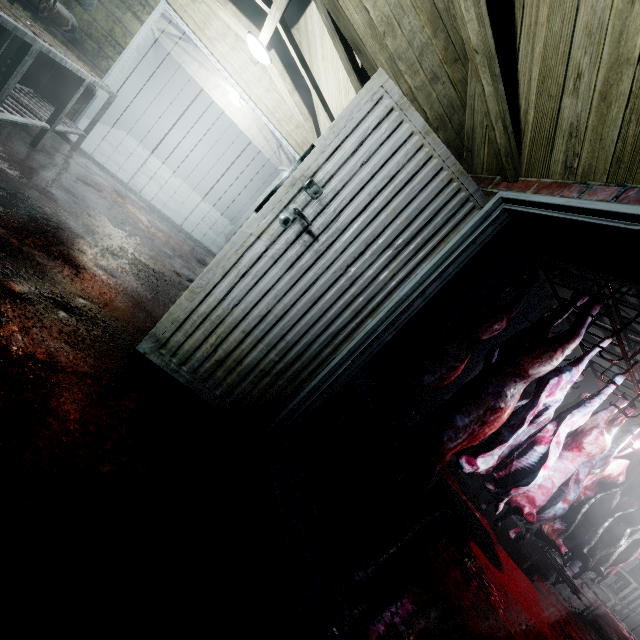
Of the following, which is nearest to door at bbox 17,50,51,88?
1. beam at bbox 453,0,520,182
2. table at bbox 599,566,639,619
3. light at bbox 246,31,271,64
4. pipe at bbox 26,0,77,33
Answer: pipe at bbox 26,0,77,33

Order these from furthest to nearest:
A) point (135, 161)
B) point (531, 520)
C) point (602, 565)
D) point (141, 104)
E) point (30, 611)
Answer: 1. point (141, 104)
2. point (135, 161)
3. point (602, 565)
4. point (531, 520)
5. point (30, 611)

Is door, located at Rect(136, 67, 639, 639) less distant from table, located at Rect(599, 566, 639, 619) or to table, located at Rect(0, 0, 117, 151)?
table, located at Rect(0, 0, 117, 151)

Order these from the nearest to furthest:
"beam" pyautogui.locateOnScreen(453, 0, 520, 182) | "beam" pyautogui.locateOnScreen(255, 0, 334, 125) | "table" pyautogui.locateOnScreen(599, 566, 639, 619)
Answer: "beam" pyautogui.locateOnScreen(453, 0, 520, 182), "beam" pyautogui.locateOnScreen(255, 0, 334, 125), "table" pyautogui.locateOnScreen(599, 566, 639, 619)

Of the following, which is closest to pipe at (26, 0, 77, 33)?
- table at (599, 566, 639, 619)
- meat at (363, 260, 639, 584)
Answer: meat at (363, 260, 639, 584)

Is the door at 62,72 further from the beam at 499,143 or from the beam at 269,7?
the beam at 499,143

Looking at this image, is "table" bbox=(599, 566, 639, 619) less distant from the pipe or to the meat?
the meat

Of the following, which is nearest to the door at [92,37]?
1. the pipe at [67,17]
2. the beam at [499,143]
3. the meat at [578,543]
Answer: the pipe at [67,17]
